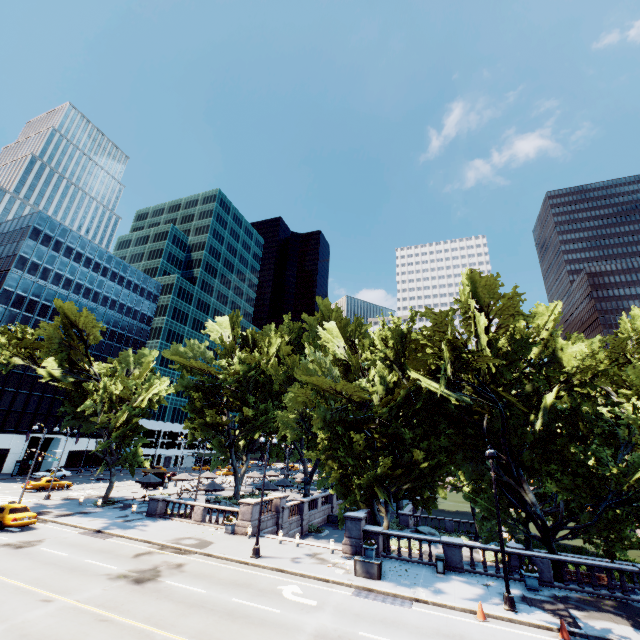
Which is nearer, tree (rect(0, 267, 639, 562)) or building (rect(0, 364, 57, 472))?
tree (rect(0, 267, 639, 562))

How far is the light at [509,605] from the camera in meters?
15.6 m

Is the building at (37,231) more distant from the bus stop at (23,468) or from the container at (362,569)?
the container at (362,569)

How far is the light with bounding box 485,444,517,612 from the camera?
15.65m

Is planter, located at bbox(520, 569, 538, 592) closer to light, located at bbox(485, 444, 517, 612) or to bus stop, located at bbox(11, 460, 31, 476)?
light, located at bbox(485, 444, 517, 612)

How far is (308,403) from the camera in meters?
34.8 m

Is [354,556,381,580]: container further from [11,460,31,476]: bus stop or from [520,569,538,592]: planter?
[11,460,31,476]: bus stop

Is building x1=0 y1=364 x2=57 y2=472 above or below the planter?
above
